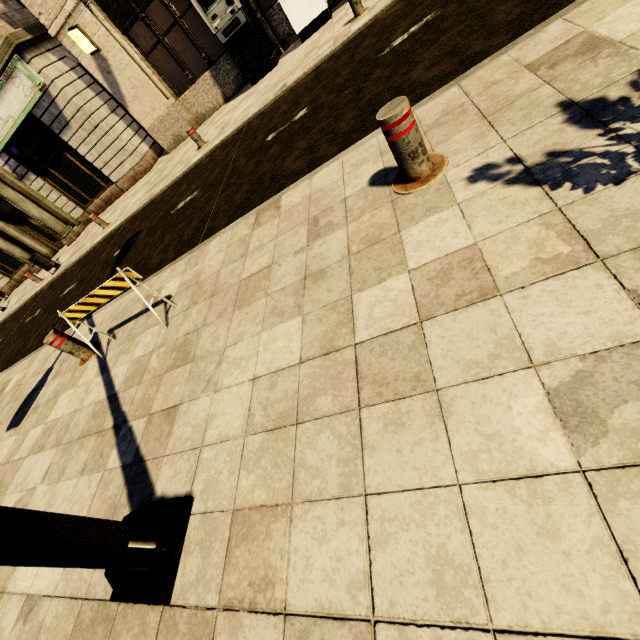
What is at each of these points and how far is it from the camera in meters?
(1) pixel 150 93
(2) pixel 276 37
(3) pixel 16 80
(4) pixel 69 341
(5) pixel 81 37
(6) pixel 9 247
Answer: (1) building, 11.1
(2) building, 10.0
(3) sign, 10.8
(4) metal bar, 4.5
(5) sign, 9.6
(6) building, 15.3

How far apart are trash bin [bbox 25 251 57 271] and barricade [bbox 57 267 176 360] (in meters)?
10.84

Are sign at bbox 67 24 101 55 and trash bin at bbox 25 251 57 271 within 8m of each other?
yes

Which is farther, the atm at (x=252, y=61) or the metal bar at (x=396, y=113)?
the atm at (x=252, y=61)

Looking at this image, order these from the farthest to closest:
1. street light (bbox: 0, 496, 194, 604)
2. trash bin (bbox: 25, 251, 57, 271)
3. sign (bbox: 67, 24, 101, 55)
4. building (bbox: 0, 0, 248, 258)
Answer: trash bin (bbox: 25, 251, 57, 271) < building (bbox: 0, 0, 248, 258) < sign (bbox: 67, 24, 101, 55) < street light (bbox: 0, 496, 194, 604)

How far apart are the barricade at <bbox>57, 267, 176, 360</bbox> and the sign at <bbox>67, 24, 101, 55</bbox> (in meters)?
10.38

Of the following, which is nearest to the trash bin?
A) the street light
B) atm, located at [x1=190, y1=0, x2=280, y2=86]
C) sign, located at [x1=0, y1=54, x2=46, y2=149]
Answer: sign, located at [x1=0, y1=54, x2=46, y2=149]

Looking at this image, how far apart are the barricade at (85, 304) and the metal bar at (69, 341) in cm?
44
